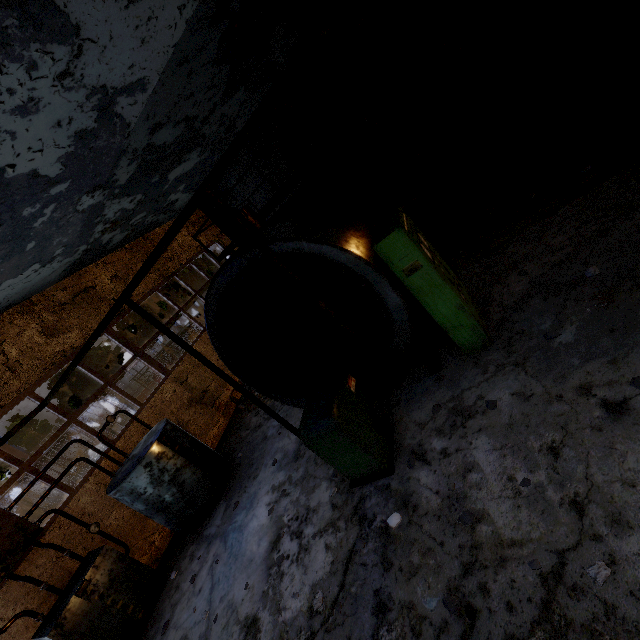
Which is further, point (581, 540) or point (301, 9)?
point (301, 9)

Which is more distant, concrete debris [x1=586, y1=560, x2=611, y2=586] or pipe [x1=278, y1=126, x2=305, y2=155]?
pipe [x1=278, y1=126, x2=305, y2=155]

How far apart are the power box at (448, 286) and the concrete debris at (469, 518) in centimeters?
242cm

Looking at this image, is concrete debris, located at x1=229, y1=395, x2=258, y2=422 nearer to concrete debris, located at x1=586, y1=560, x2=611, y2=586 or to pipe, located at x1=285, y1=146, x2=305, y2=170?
concrete debris, located at x1=586, y1=560, x2=611, y2=586

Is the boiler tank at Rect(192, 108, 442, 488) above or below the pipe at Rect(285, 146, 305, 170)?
below

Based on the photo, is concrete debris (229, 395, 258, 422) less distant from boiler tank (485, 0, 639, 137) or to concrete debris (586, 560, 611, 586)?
concrete debris (586, 560, 611, 586)

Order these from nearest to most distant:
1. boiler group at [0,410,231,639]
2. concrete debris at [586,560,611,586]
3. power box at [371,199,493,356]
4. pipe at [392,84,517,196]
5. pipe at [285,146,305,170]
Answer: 1. concrete debris at [586,560,611,586]
2. power box at [371,199,493,356]
3. boiler group at [0,410,231,639]
4. pipe at [285,146,305,170]
5. pipe at [392,84,517,196]

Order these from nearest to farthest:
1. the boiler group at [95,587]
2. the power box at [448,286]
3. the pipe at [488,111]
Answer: the power box at [448,286]
the boiler group at [95,587]
the pipe at [488,111]
